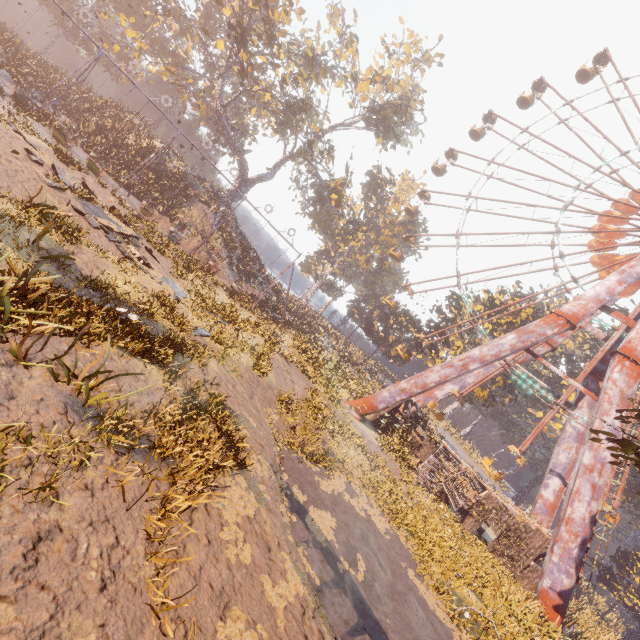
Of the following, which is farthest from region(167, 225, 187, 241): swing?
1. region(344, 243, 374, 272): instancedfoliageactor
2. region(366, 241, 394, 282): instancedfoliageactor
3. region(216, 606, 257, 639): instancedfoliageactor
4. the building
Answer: region(366, 241, 394, 282): instancedfoliageactor

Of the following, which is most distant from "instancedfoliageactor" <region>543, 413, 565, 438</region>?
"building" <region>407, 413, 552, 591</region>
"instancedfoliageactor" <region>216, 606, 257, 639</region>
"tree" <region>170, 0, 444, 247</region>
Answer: "instancedfoliageactor" <region>216, 606, 257, 639</region>

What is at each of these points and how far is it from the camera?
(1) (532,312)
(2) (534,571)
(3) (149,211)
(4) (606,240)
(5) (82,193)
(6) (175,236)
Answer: (1) instancedfoliageactor, 35.1 meters
(2) building, 19.6 meters
(3) swing, 24.4 meters
(4) ferris wheel, 25.4 meters
(5) instancedfoliageactor, 14.9 meters
(6) swing, 24.8 meters

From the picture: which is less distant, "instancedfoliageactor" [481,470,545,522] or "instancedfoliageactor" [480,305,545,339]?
"instancedfoliageactor" [481,470,545,522]

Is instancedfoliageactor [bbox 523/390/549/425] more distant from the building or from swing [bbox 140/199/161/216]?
swing [bbox 140/199/161/216]

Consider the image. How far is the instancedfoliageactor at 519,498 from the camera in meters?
21.5

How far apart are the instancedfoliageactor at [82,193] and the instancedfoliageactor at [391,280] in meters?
42.9

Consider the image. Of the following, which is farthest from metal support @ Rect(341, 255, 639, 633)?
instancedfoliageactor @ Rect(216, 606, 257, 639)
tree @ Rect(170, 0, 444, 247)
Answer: tree @ Rect(170, 0, 444, 247)
